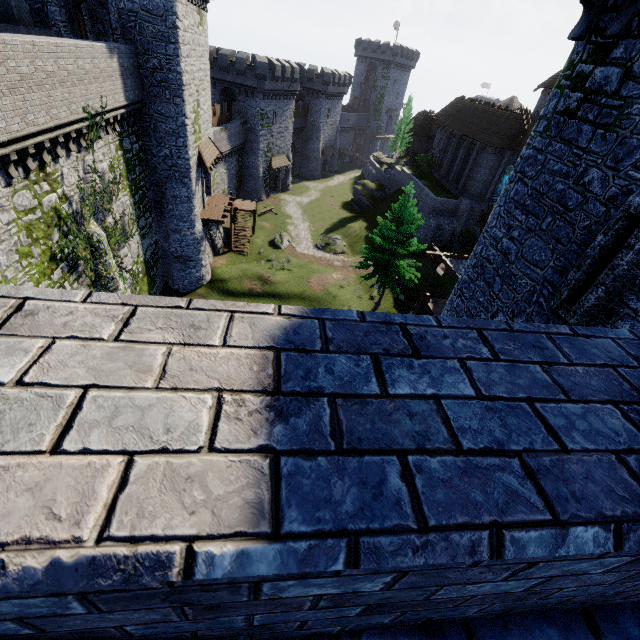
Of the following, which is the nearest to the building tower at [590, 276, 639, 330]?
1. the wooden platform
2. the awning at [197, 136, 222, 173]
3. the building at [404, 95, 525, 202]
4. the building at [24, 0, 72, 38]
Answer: the building at [24, 0, 72, 38]

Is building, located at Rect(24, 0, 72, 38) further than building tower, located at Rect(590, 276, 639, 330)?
Yes

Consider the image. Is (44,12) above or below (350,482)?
above

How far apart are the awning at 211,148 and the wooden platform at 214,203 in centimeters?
309cm

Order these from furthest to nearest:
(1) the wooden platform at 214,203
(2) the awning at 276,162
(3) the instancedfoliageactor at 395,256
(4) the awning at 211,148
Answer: (2) the awning at 276,162 → (1) the wooden platform at 214,203 → (4) the awning at 211,148 → (3) the instancedfoliageactor at 395,256

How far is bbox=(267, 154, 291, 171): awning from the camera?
48.4 meters

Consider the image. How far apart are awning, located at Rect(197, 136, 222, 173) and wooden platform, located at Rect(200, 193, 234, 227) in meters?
3.1

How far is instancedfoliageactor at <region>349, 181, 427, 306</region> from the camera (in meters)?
24.41
